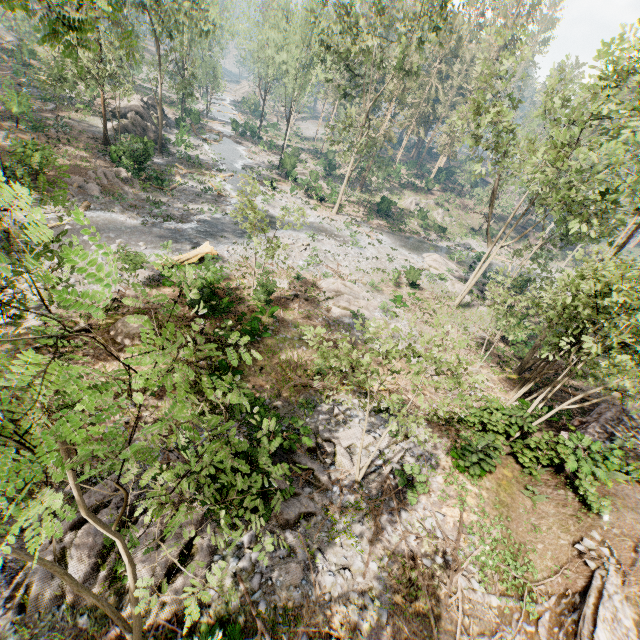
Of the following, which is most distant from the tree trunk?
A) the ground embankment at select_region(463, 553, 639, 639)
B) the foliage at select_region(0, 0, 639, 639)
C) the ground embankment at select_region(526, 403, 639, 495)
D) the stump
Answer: the ground embankment at select_region(526, 403, 639, 495)

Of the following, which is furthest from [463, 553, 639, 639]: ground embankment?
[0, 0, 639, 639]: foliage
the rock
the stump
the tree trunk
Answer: the rock

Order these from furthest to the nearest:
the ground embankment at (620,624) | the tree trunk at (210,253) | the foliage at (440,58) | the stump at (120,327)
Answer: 1. the tree trunk at (210,253)
2. the stump at (120,327)
3. the ground embankment at (620,624)
4. the foliage at (440,58)

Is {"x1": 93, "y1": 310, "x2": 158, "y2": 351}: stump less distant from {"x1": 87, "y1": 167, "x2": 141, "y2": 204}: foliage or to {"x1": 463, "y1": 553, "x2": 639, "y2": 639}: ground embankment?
{"x1": 87, "y1": 167, "x2": 141, "y2": 204}: foliage

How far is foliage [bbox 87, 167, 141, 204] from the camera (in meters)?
26.03

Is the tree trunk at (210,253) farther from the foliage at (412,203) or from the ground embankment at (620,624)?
the ground embankment at (620,624)

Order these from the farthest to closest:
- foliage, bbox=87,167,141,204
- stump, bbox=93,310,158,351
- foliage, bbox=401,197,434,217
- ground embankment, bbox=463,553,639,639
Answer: foliage, bbox=401,197,434,217 → foliage, bbox=87,167,141,204 → stump, bbox=93,310,158,351 → ground embankment, bbox=463,553,639,639

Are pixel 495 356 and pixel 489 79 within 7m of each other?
no
